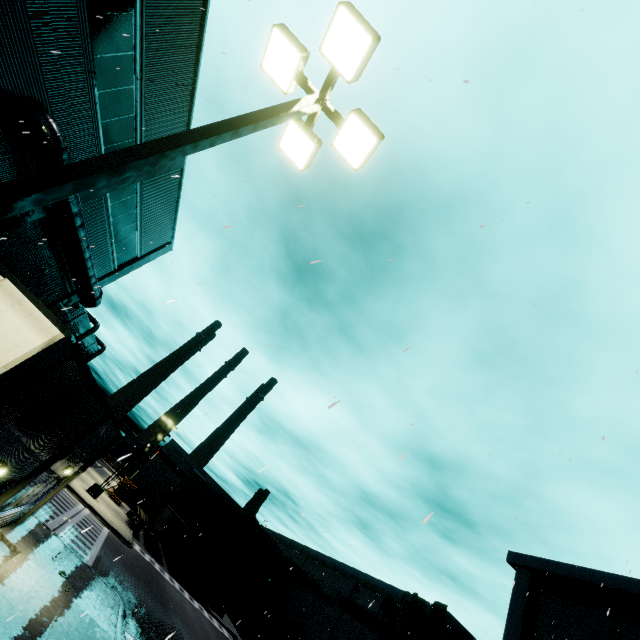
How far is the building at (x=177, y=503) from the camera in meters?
52.1 m

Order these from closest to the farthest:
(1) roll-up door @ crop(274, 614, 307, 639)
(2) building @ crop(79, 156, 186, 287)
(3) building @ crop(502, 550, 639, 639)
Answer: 1. (2) building @ crop(79, 156, 186, 287)
2. (3) building @ crop(502, 550, 639, 639)
3. (1) roll-up door @ crop(274, 614, 307, 639)

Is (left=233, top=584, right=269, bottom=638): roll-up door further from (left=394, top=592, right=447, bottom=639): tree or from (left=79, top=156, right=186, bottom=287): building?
(left=394, top=592, right=447, bottom=639): tree

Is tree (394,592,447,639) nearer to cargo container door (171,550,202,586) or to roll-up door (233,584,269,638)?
roll-up door (233,584,269,638)

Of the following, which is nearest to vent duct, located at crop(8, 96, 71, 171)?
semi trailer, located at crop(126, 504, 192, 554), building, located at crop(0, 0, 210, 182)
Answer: building, located at crop(0, 0, 210, 182)

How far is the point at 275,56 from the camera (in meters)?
5.30

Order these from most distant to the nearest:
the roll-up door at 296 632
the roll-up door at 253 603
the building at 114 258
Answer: the roll-up door at 253 603 < the roll-up door at 296 632 < the building at 114 258

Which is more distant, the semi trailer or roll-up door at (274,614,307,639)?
the semi trailer
